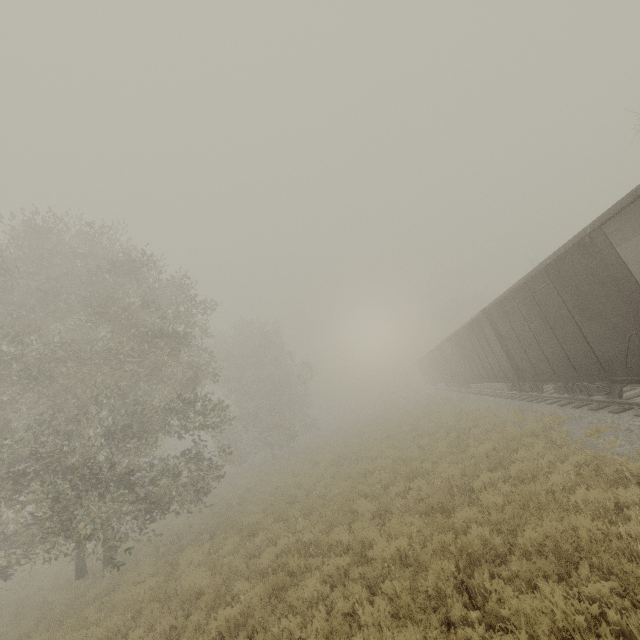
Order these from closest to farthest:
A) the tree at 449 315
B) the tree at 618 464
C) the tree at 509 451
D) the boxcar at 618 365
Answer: the tree at 618 464
the boxcar at 618 365
the tree at 509 451
the tree at 449 315

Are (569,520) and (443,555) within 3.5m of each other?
yes

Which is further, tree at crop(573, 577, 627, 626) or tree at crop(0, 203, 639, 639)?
tree at crop(0, 203, 639, 639)

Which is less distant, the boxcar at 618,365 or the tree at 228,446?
the tree at 228,446

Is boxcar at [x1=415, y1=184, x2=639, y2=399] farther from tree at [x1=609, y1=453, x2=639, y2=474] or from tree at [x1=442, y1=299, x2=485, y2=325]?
tree at [x1=442, y1=299, x2=485, y2=325]

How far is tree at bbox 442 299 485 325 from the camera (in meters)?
56.70
